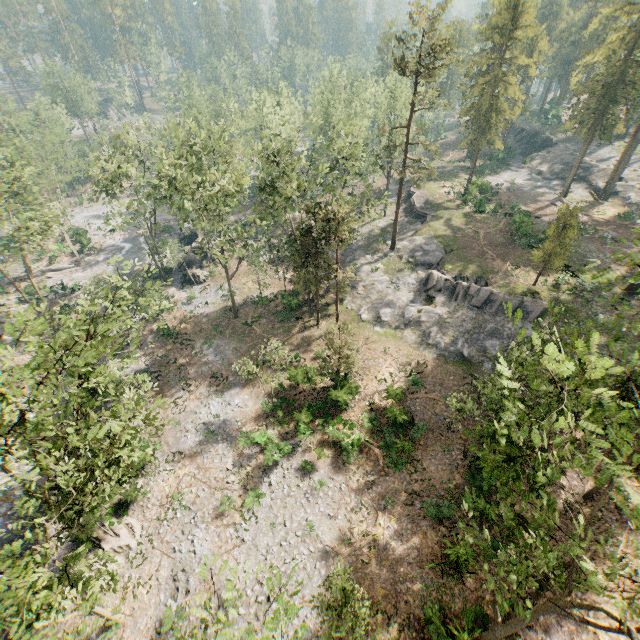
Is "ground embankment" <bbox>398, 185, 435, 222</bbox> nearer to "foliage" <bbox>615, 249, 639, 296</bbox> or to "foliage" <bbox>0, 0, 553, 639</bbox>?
"foliage" <bbox>0, 0, 553, 639</bbox>

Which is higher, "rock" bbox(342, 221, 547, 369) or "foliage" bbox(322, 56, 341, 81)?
"foliage" bbox(322, 56, 341, 81)

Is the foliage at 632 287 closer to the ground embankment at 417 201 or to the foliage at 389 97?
the foliage at 389 97

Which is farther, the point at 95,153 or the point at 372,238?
the point at 372,238

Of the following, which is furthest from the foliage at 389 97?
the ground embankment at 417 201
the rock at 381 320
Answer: the ground embankment at 417 201

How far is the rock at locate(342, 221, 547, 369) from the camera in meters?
31.7 m

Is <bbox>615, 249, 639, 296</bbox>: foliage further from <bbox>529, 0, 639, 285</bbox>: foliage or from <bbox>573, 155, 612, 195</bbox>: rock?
<bbox>573, 155, 612, 195</bbox>: rock

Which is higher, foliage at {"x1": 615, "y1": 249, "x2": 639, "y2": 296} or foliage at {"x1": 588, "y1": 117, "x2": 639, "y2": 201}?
foliage at {"x1": 588, "y1": 117, "x2": 639, "y2": 201}
